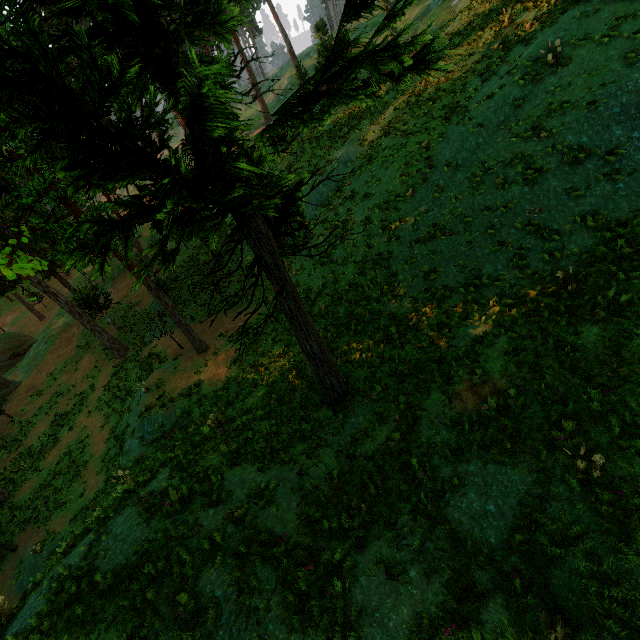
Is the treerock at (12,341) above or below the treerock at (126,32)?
below

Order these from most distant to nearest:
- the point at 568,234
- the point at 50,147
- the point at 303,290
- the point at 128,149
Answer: the point at 303,290 → the point at 568,234 → the point at 128,149 → the point at 50,147

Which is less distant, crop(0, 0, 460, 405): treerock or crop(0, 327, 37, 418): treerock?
crop(0, 0, 460, 405): treerock

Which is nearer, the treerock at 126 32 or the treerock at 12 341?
the treerock at 126 32

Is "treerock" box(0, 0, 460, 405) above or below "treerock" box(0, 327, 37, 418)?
above
